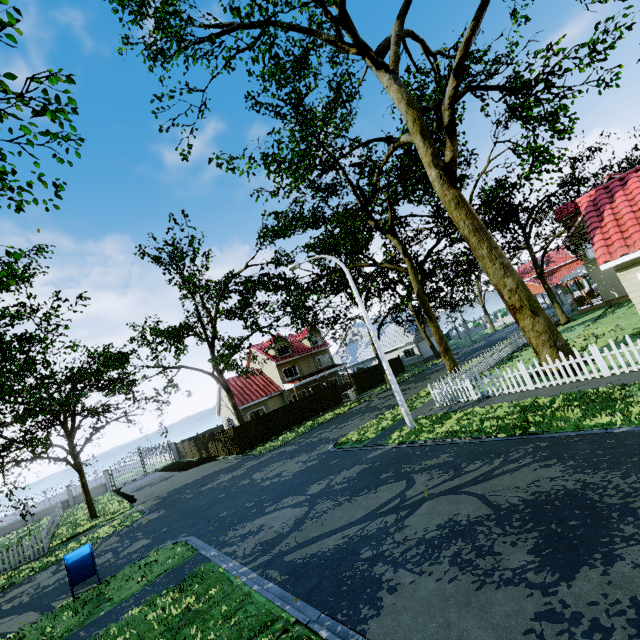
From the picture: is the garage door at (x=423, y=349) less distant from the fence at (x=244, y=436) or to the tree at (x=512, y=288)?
the tree at (x=512, y=288)

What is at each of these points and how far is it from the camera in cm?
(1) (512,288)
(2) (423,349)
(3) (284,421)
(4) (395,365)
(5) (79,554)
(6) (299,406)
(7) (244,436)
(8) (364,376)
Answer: (1) tree, 1316
(2) garage door, 4316
(3) fence, 2809
(4) fence, 3888
(5) mailbox, 958
(6) fence, 2947
(7) fence, 2569
(8) fence, 3538

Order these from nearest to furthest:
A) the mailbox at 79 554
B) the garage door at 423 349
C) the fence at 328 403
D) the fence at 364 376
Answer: the mailbox at 79 554 → the fence at 328 403 → the fence at 364 376 → the garage door at 423 349

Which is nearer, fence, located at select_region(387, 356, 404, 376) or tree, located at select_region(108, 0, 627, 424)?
tree, located at select_region(108, 0, 627, 424)

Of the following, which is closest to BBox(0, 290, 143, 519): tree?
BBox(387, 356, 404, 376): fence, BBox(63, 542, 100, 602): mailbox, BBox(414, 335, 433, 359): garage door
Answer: BBox(387, 356, 404, 376): fence

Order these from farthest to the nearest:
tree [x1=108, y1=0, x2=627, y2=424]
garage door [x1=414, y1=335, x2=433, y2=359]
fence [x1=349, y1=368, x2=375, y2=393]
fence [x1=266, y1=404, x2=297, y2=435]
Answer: garage door [x1=414, y1=335, x2=433, y2=359] < fence [x1=349, y1=368, x2=375, y2=393] < fence [x1=266, y1=404, x2=297, y2=435] < tree [x1=108, y1=0, x2=627, y2=424]

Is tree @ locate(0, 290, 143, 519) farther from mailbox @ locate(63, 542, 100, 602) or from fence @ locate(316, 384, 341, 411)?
mailbox @ locate(63, 542, 100, 602)
